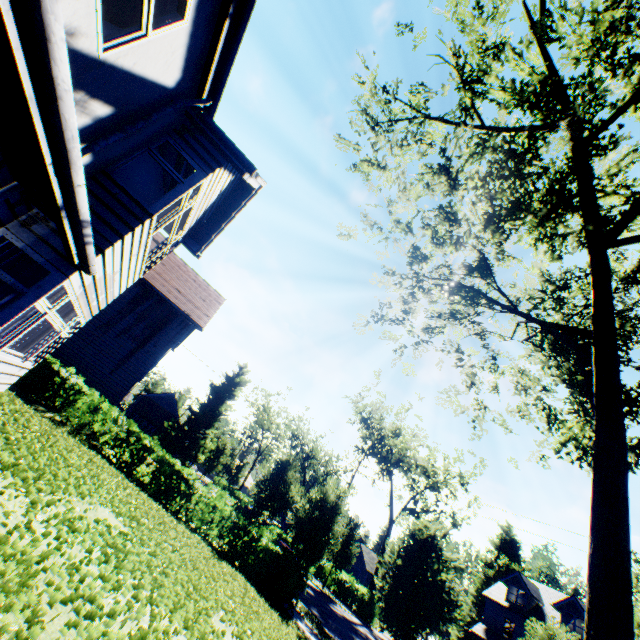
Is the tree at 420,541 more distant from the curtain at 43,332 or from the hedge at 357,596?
the curtain at 43,332

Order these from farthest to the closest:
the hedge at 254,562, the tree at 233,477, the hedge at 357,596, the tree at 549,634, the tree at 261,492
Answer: the tree at 233,477
the hedge at 357,596
the tree at 261,492
the tree at 549,634
the hedge at 254,562

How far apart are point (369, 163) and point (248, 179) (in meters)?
7.07

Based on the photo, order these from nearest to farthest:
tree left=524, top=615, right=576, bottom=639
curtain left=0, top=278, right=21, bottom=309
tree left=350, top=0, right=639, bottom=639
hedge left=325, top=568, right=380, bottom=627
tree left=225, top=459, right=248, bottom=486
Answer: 1. curtain left=0, top=278, right=21, bottom=309
2. tree left=350, top=0, right=639, bottom=639
3. tree left=524, top=615, right=576, bottom=639
4. hedge left=325, top=568, right=380, bottom=627
5. tree left=225, top=459, right=248, bottom=486

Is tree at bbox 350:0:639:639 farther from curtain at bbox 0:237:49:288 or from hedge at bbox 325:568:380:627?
curtain at bbox 0:237:49:288

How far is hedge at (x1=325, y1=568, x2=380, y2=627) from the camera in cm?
2733

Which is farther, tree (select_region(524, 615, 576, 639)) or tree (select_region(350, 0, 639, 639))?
tree (select_region(524, 615, 576, 639))

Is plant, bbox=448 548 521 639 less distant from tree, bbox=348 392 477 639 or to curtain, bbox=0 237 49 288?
tree, bbox=348 392 477 639
